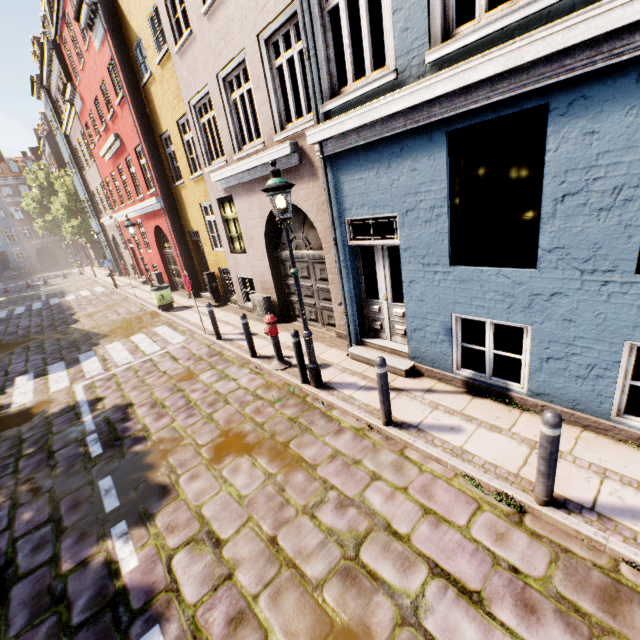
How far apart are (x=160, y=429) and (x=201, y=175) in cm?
862

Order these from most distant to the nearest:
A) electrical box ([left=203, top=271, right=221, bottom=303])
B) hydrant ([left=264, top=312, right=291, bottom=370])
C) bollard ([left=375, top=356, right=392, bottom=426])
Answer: electrical box ([left=203, top=271, right=221, bottom=303]) → hydrant ([left=264, top=312, right=291, bottom=370]) → bollard ([left=375, top=356, right=392, bottom=426])

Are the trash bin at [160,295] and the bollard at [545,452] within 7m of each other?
no

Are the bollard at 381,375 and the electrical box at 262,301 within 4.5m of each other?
no

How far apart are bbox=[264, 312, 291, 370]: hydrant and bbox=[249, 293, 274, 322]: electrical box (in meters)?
2.71

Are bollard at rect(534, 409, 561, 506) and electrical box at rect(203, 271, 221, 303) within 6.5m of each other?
no

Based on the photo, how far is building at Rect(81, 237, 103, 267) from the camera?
36.1m

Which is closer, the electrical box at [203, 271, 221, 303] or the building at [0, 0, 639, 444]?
the building at [0, 0, 639, 444]
